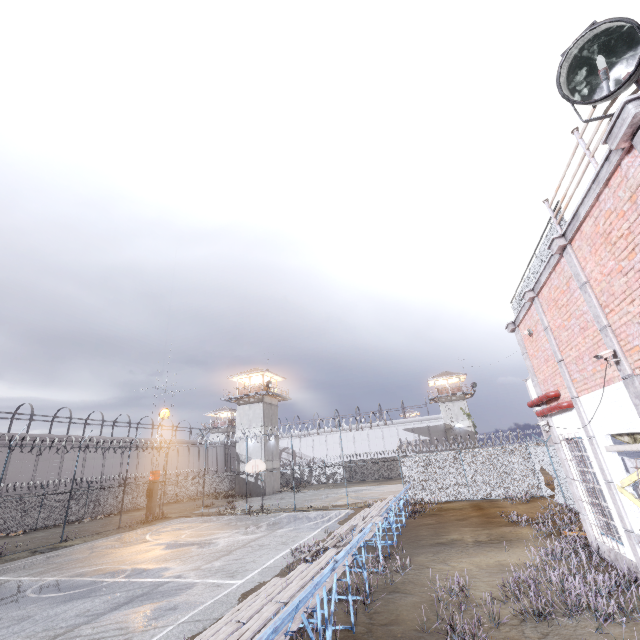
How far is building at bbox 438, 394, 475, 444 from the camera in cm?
4911

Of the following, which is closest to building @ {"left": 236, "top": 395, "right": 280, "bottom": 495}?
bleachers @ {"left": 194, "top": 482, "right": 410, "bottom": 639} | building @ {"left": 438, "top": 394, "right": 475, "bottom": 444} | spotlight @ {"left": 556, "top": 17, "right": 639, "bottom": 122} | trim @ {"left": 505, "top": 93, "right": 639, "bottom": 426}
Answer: building @ {"left": 438, "top": 394, "right": 475, "bottom": 444}

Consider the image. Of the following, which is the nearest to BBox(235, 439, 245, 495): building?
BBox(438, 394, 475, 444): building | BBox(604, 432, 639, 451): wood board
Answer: BBox(438, 394, 475, 444): building

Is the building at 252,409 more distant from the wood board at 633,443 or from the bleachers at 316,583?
the wood board at 633,443

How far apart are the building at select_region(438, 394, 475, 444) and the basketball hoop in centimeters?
3542cm

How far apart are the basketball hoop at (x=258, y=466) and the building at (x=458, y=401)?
35.42m

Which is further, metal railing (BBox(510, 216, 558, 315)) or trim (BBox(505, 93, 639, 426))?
metal railing (BBox(510, 216, 558, 315))

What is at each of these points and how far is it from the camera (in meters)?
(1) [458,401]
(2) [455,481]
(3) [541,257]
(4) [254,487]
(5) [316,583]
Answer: (1) building, 50.97
(2) fence, 20.59
(3) metal railing, 8.95
(4) building, 37.97
(5) bleachers, 4.59
